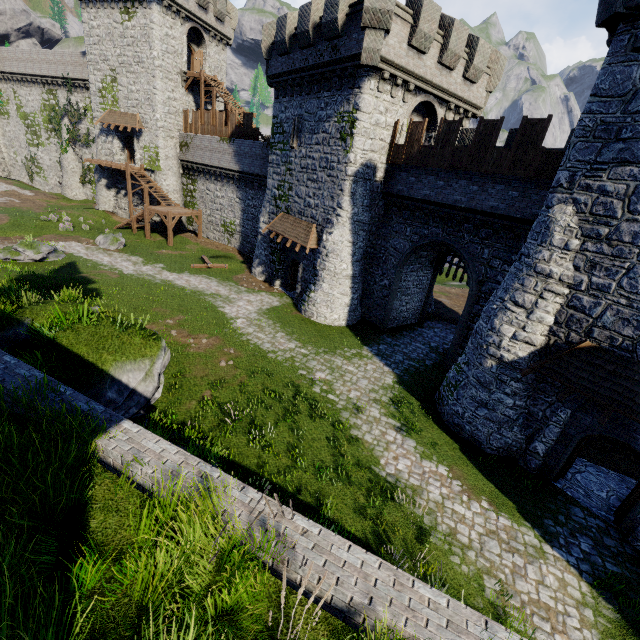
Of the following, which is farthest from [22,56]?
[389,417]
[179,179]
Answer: [389,417]

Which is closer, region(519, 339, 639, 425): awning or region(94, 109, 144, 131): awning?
region(519, 339, 639, 425): awning

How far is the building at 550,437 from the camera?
10.92m

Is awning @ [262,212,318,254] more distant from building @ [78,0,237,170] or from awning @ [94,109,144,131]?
awning @ [94,109,144,131]

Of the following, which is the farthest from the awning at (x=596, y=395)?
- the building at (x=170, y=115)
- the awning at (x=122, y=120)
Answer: the awning at (x=122, y=120)

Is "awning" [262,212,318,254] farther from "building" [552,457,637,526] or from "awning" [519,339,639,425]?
"awning" [519,339,639,425]

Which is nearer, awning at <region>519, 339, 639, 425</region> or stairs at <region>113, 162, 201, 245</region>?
awning at <region>519, 339, 639, 425</region>

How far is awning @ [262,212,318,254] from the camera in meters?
20.6
